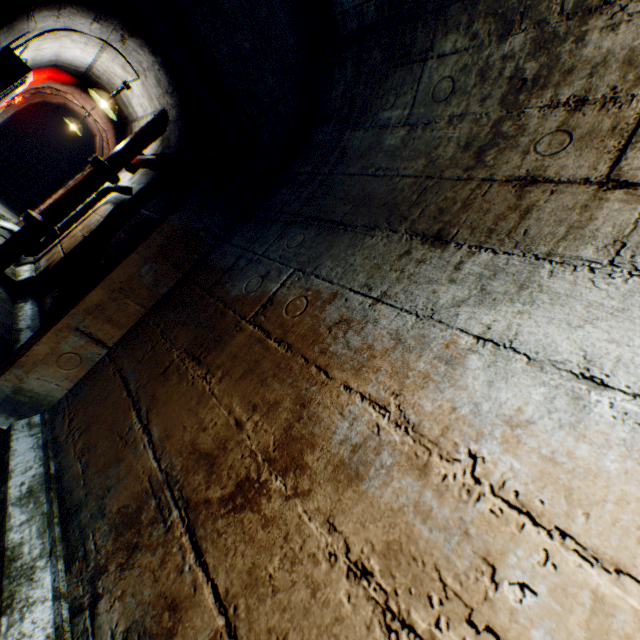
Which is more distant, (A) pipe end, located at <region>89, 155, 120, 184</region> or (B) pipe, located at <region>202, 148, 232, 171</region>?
(A) pipe end, located at <region>89, 155, 120, 184</region>

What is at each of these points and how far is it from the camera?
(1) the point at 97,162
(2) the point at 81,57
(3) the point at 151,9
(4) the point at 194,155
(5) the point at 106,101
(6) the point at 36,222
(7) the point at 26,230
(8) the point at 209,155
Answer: (1) pipe end, 4.06m
(2) building tunnel, 4.68m
(3) building tunnel, 1.58m
(4) pipe end, 2.86m
(5) ceiling light, 4.63m
(6) pipe end, 3.87m
(7) pipe, 3.93m
(8) pipe, 2.78m

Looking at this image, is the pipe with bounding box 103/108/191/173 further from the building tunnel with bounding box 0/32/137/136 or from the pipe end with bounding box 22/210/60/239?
the pipe end with bounding box 22/210/60/239

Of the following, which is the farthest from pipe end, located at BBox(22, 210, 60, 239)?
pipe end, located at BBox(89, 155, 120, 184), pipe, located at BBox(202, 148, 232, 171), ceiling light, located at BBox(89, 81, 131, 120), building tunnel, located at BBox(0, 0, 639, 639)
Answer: pipe, located at BBox(202, 148, 232, 171)

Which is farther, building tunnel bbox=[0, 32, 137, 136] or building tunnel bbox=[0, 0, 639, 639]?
building tunnel bbox=[0, 32, 137, 136]

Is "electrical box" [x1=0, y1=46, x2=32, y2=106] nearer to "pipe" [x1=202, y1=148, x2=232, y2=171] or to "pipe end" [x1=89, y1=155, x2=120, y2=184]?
"pipe end" [x1=89, y1=155, x2=120, y2=184]

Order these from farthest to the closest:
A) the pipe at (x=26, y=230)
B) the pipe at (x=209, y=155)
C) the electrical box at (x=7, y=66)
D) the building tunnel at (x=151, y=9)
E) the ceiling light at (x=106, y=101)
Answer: the ceiling light at (x=106, y=101) < the pipe at (x=26, y=230) < the electrical box at (x=7, y=66) < the pipe at (x=209, y=155) < the building tunnel at (x=151, y=9)

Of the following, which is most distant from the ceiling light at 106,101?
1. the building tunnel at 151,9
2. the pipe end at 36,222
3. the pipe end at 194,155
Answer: the pipe end at 194,155
